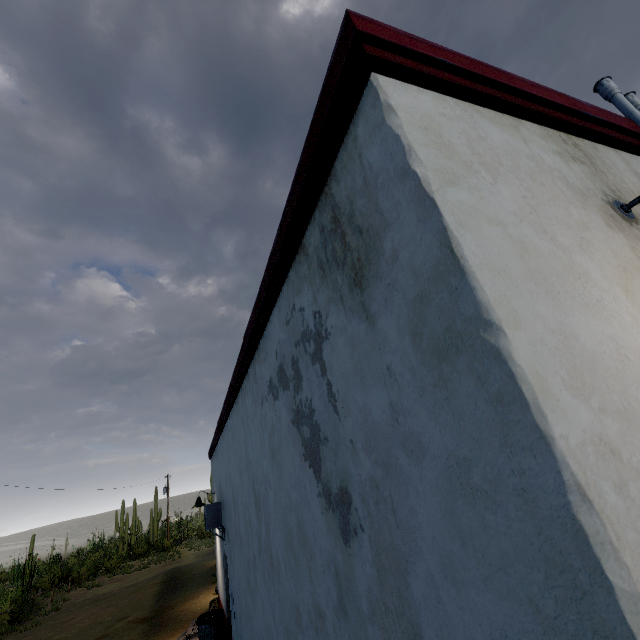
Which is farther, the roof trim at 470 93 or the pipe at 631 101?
the pipe at 631 101

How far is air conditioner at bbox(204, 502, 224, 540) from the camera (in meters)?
7.64

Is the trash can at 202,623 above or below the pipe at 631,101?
below

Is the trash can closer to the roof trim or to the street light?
the roof trim

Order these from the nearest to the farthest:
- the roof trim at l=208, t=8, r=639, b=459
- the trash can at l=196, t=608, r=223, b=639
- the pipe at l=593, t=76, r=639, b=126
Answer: the roof trim at l=208, t=8, r=639, b=459, the pipe at l=593, t=76, r=639, b=126, the trash can at l=196, t=608, r=223, b=639

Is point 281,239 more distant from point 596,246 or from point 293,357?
point 596,246

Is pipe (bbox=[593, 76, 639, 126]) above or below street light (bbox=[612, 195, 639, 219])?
above

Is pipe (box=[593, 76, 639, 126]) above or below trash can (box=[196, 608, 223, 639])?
above
